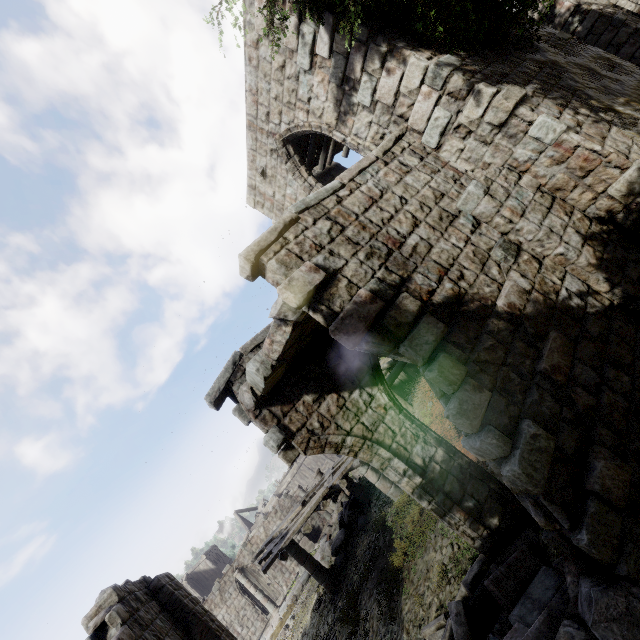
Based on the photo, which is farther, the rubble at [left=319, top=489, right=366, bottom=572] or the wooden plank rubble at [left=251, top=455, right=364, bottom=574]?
the rubble at [left=319, top=489, right=366, bottom=572]

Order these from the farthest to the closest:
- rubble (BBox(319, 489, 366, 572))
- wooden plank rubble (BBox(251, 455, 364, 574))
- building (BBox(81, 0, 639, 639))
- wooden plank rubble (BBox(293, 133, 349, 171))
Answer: rubble (BBox(319, 489, 366, 572)) → wooden plank rubble (BBox(293, 133, 349, 171)) → wooden plank rubble (BBox(251, 455, 364, 574)) → building (BBox(81, 0, 639, 639))

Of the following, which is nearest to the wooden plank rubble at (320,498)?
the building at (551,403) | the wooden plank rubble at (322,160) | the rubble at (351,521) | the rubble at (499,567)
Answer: the building at (551,403)

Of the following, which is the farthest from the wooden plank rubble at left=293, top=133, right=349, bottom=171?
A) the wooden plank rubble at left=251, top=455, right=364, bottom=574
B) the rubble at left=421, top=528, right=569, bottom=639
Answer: the rubble at left=421, top=528, right=569, bottom=639

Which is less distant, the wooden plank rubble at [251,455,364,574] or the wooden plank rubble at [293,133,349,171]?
the wooden plank rubble at [251,455,364,574]

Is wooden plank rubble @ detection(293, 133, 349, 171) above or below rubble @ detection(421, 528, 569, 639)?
above

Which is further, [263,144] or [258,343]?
[263,144]

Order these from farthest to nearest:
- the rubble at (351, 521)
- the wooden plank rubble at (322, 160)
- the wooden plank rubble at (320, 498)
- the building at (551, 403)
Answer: the rubble at (351, 521), the wooden plank rubble at (322, 160), the wooden plank rubble at (320, 498), the building at (551, 403)
